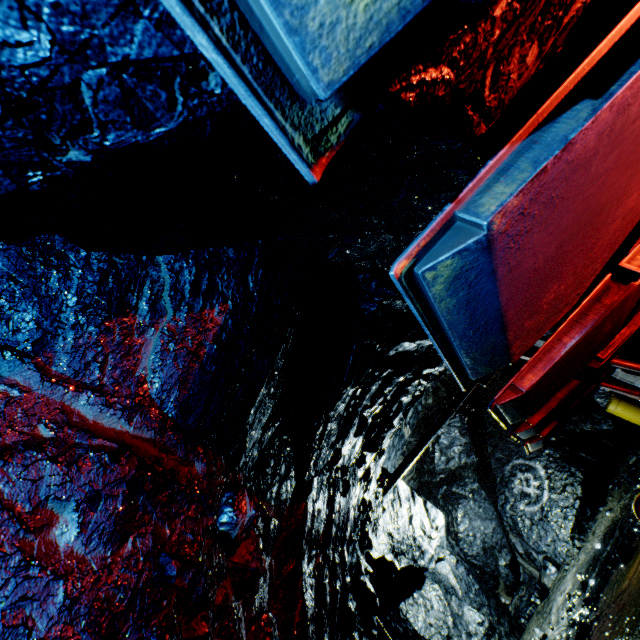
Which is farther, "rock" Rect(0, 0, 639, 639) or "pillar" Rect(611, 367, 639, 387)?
"pillar" Rect(611, 367, 639, 387)

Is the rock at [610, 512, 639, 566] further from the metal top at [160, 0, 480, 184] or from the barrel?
the metal top at [160, 0, 480, 184]

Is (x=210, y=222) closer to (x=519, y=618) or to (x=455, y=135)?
(x=455, y=135)

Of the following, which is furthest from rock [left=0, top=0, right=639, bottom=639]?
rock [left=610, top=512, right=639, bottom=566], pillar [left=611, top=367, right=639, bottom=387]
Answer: rock [left=610, top=512, right=639, bottom=566]

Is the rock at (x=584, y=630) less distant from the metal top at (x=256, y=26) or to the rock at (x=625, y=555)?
the rock at (x=625, y=555)

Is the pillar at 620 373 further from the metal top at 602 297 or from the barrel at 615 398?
the metal top at 602 297

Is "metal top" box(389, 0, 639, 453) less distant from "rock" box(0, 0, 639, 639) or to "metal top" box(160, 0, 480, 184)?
"rock" box(0, 0, 639, 639)

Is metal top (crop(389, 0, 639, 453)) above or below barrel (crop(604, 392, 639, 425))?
above
